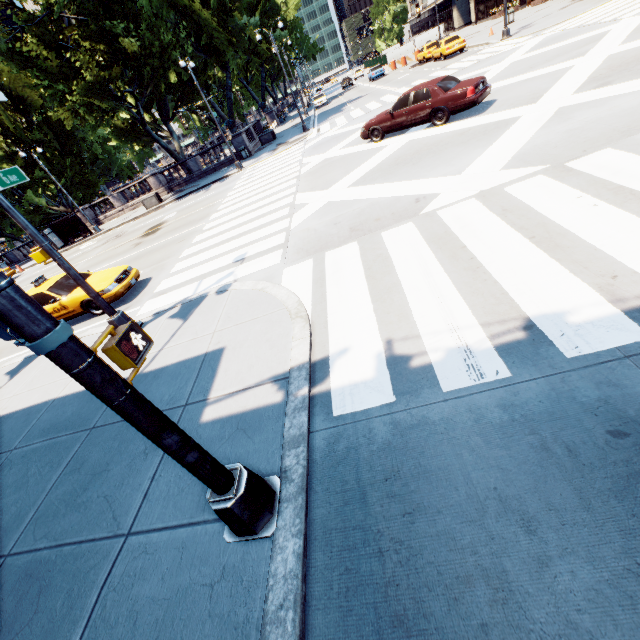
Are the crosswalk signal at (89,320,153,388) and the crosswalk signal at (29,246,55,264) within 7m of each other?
yes

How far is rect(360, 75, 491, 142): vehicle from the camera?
11.6 meters

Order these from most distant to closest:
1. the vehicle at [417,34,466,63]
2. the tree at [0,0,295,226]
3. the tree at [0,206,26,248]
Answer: the tree at [0,206,26,248] → the vehicle at [417,34,466,63] → the tree at [0,0,295,226]

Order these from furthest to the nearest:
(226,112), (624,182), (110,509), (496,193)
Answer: (226,112) → (496,193) → (624,182) → (110,509)

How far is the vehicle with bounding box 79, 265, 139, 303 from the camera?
10.3m

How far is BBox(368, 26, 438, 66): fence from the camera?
43.3 meters

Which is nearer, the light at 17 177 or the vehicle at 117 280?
the light at 17 177

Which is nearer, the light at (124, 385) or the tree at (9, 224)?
the light at (124, 385)
